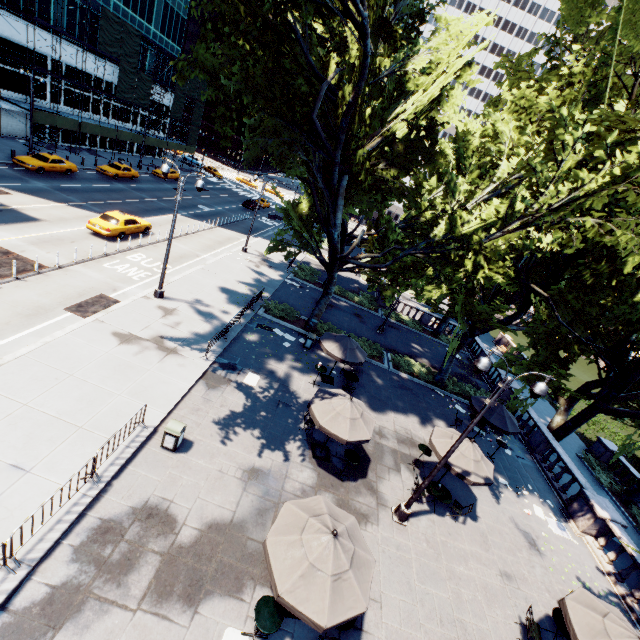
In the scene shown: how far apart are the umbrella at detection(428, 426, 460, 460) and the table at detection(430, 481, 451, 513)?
1.2m

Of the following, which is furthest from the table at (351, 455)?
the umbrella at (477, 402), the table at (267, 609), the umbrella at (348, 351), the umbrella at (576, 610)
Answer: the umbrella at (477, 402)

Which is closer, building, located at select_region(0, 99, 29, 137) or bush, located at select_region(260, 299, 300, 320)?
bush, located at select_region(260, 299, 300, 320)

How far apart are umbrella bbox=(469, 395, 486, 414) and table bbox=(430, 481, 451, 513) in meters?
5.1 m

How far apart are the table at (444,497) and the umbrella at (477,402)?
5.1m

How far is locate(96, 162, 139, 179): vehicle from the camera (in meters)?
35.94

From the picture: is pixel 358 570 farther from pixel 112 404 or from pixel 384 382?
pixel 384 382

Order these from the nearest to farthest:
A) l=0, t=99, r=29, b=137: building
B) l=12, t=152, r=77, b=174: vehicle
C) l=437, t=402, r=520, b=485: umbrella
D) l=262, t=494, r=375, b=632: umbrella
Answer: l=262, t=494, r=375, b=632: umbrella → l=437, t=402, r=520, b=485: umbrella → l=12, t=152, r=77, b=174: vehicle → l=0, t=99, r=29, b=137: building
